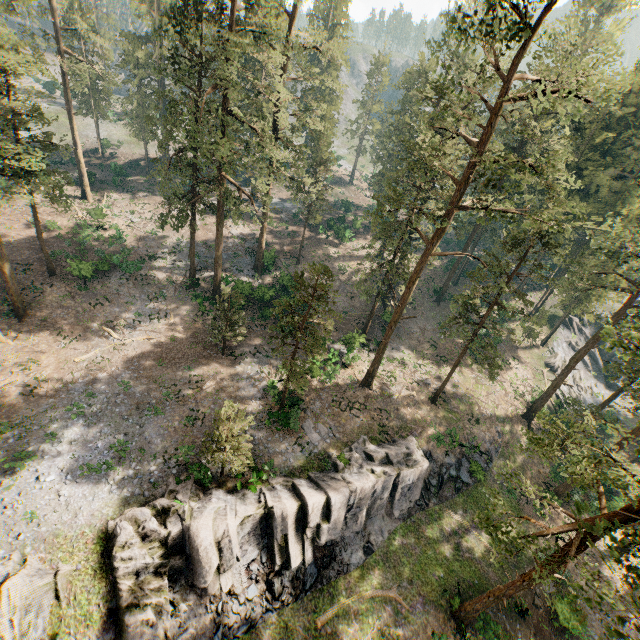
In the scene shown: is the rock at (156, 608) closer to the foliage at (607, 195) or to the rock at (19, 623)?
the rock at (19, 623)

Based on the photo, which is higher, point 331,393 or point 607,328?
point 607,328

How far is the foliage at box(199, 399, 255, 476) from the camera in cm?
1923

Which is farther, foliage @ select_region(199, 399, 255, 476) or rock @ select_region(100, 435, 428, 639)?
foliage @ select_region(199, 399, 255, 476)

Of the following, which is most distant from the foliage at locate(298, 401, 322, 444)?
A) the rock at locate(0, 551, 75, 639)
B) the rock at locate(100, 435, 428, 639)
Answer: the rock at locate(100, 435, 428, 639)

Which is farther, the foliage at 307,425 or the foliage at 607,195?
the foliage at 307,425

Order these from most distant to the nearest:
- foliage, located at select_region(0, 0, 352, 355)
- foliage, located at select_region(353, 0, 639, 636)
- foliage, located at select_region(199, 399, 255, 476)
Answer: foliage, located at select_region(0, 0, 352, 355) < foliage, located at select_region(199, 399, 255, 476) < foliage, located at select_region(353, 0, 639, 636)
